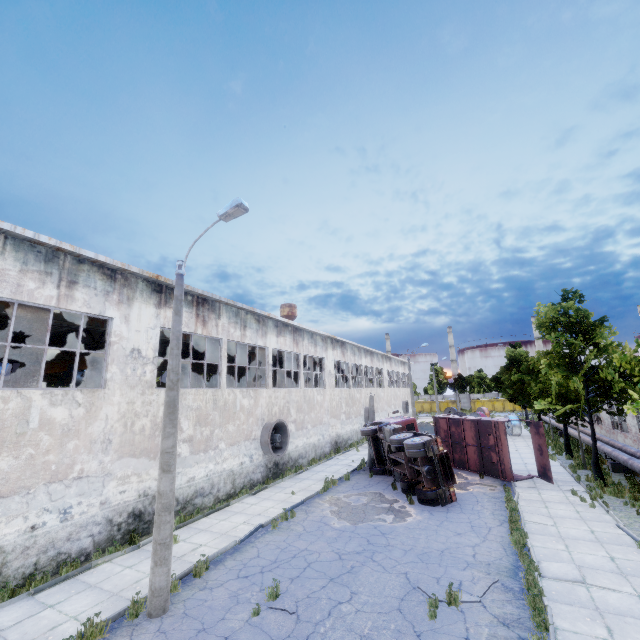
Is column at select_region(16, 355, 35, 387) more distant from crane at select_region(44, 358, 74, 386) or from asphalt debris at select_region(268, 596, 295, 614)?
asphalt debris at select_region(268, 596, 295, 614)

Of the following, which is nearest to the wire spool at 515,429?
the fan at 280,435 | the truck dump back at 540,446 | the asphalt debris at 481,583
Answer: the truck dump back at 540,446

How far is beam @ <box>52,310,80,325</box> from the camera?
12.88m

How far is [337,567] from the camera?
9.34m

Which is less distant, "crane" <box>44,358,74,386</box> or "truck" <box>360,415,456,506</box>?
A: "truck" <box>360,415,456,506</box>

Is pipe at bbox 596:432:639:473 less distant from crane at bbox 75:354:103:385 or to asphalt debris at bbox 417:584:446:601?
asphalt debris at bbox 417:584:446:601

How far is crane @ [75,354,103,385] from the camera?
17.5m

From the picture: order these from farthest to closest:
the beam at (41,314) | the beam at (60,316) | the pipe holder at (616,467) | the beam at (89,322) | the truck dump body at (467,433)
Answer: the pipe holder at (616,467)
the truck dump body at (467,433)
the beam at (89,322)
the beam at (60,316)
the beam at (41,314)
